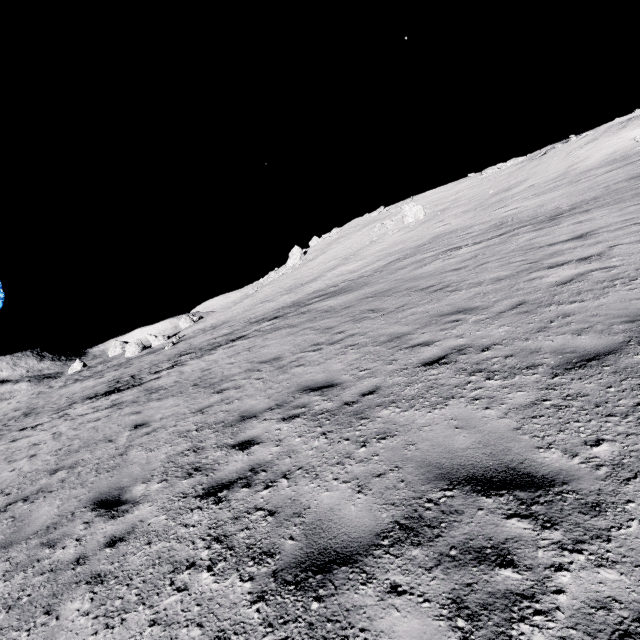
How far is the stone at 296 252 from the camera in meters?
54.0 m

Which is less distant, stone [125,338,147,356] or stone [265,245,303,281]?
stone [125,338,147,356]

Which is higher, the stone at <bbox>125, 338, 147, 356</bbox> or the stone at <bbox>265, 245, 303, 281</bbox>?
the stone at <bbox>265, 245, 303, 281</bbox>

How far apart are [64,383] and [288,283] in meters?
33.1 m

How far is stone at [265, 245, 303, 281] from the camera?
54.0 meters

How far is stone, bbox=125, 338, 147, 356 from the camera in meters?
47.3

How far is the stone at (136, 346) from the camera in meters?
47.3
